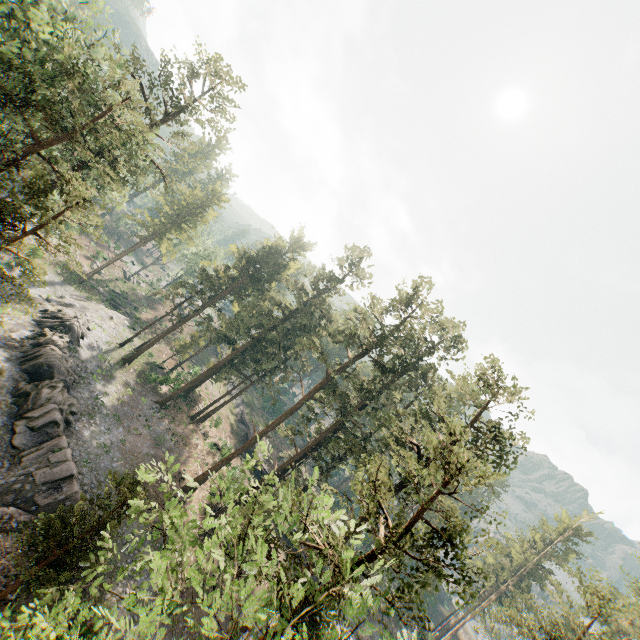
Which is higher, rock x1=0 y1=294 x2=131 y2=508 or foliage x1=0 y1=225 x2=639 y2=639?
foliage x1=0 y1=225 x2=639 y2=639

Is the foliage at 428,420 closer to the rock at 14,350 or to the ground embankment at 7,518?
the ground embankment at 7,518

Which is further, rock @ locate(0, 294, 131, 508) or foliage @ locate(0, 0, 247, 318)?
rock @ locate(0, 294, 131, 508)

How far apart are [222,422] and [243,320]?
18.06m

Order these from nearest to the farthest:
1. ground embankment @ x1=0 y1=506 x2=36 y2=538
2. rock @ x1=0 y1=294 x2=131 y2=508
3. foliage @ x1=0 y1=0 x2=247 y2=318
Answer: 1. foliage @ x1=0 y1=0 x2=247 y2=318
2. ground embankment @ x1=0 y1=506 x2=36 y2=538
3. rock @ x1=0 y1=294 x2=131 y2=508

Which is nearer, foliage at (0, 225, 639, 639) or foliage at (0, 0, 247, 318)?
foliage at (0, 225, 639, 639)

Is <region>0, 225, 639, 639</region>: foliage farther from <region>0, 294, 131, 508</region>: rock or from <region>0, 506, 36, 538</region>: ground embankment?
<region>0, 294, 131, 508</region>: rock

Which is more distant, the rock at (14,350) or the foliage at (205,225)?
the rock at (14,350)
